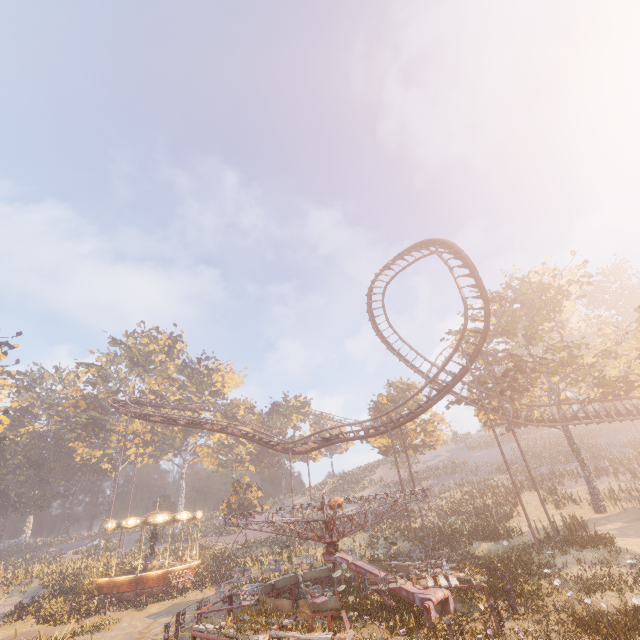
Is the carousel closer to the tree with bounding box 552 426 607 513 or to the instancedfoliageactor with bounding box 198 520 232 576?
the instancedfoliageactor with bounding box 198 520 232 576

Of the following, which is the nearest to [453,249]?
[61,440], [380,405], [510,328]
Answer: [510,328]

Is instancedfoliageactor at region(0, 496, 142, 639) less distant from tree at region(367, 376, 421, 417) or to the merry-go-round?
the merry-go-round

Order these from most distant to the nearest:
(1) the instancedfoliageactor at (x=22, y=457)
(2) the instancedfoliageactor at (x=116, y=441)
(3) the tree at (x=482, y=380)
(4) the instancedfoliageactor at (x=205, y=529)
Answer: (2) the instancedfoliageactor at (x=116, y=441) → (1) the instancedfoliageactor at (x=22, y=457) → (4) the instancedfoliageactor at (x=205, y=529) → (3) the tree at (x=482, y=380)

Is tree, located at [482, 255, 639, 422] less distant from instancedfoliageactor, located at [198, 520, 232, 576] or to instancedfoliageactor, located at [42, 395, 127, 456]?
instancedfoliageactor, located at [42, 395, 127, 456]

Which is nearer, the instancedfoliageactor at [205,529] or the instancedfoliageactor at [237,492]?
the instancedfoliageactor at [205,529]

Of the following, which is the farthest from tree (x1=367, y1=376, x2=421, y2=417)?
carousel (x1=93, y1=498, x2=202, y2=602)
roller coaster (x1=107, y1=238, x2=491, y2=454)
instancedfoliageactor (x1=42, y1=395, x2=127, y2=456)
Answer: carousel (x1=93, y1=498, x2=202, y2=602)

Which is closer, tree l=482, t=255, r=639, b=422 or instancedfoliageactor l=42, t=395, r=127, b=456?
tree l=482, t=255, r=639, b=422
